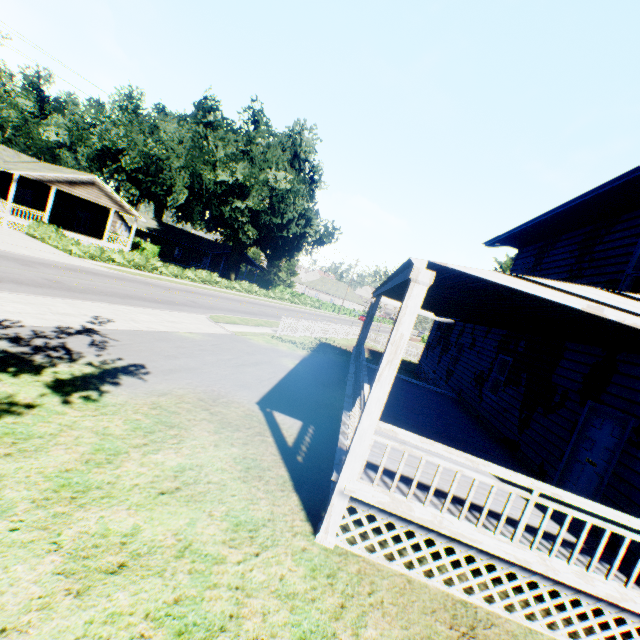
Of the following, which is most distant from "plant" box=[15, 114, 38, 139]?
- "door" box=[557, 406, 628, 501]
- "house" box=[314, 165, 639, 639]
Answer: "door" box=[557, 406, 628, 501]

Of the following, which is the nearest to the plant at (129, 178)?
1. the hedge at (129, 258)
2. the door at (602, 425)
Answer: the hedge at (129, 258)

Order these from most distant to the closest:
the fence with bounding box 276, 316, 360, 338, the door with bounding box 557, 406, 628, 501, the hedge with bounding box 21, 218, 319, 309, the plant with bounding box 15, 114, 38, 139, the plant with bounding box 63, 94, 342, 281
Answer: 1. the plant with bounding box 15, 114, 38, 139
2. the plant with bounding box 63, 94, 342, 281
3. the hedge with bounding box 21, 218, 319, 309
4. the fence with bounding box 276, 316, 360, 338
5. the door with bounding box 557, 406, 628, 501

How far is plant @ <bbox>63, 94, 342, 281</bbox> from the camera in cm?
3441

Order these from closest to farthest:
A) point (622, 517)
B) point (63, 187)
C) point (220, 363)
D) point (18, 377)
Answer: point (622, 517) < point (18, 377) < point (220, 363) < point (63, 187)

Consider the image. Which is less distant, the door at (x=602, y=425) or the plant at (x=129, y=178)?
the door at (x=602, y=425)

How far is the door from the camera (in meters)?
6.38

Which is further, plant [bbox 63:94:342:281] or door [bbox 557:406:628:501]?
plant [bbox 63:94:342:281]
